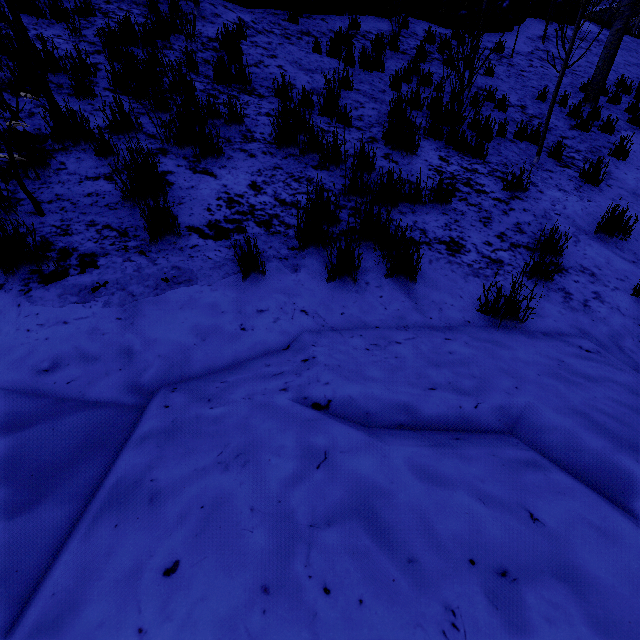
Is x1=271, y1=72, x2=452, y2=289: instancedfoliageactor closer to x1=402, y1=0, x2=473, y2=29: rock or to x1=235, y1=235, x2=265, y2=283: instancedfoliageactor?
x1=235, y1=235, x2=265, y2=283: instancedfoliageactor

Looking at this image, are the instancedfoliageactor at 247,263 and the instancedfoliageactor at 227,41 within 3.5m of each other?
no

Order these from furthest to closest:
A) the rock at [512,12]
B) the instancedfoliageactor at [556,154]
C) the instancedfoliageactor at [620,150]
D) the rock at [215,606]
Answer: the rock at [512,12] → the instancedfoliageactor at [620,150] → the instancedfoliageactor at [556,154] → the rock at [215,606]

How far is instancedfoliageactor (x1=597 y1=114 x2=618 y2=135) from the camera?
7.0 meters

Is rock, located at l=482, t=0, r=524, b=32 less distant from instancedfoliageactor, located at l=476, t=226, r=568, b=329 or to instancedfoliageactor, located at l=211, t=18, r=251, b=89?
instancedfoliageactor, located at l=211, t=18, r=251, b=89

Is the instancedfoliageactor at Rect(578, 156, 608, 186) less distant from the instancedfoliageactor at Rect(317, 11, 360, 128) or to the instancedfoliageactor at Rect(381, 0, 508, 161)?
the instancedfoliageactor at Rect(381, 0, 508, 161)

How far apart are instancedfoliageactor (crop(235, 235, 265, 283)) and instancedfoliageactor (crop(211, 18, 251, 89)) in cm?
453

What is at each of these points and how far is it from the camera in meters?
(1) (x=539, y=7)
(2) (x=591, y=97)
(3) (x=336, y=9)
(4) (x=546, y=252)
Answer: (1) rock, 13.5 m
(2) instancedfoliageactor, 8.0 m
(3) rock, 8.9 m
(4) instancedfoliageactor, 2.9 m
